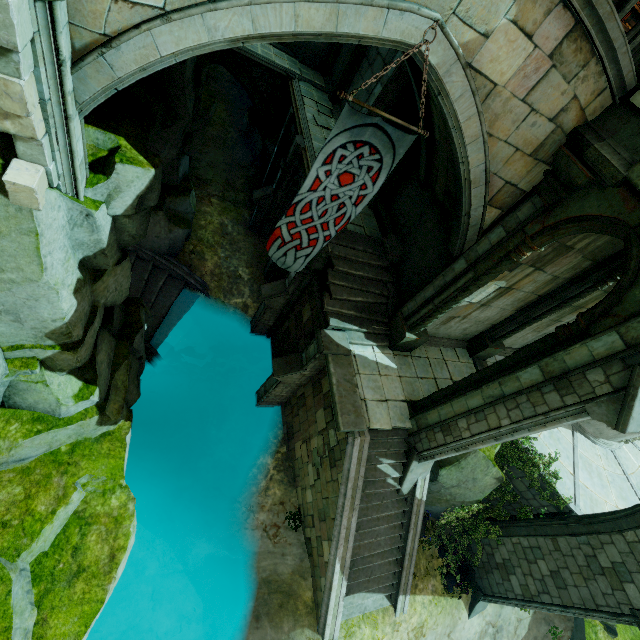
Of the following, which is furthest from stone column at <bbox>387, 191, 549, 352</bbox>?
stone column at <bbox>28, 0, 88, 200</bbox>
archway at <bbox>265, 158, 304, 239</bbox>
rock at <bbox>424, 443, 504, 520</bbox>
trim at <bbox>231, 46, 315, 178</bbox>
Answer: stone column at <bbox>28, 0, 88, 200</bbox>

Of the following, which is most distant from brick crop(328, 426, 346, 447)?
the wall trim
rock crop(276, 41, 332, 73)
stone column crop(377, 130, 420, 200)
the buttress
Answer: rock crop(276, 41, 332, 73)

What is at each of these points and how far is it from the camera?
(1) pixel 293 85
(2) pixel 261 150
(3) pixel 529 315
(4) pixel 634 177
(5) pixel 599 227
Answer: (1) trim, 16.25m
(2) rock, 18.33m
(3) stone column, 11.01m
(4) stone column, 5.61m
(5) archway, 6.19m

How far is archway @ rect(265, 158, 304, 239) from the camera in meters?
13.5 m

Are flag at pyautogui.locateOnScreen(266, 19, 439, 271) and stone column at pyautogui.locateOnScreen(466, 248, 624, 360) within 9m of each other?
yes

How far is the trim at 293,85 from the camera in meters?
13.1 m

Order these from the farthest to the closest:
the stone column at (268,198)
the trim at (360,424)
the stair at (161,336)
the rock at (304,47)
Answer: the rock at (304,47) → the stone column at (268,198) → the stair at (161,336) → the trim at (360,424)

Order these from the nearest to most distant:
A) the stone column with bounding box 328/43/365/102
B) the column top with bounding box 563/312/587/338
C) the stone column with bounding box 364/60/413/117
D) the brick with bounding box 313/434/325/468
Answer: the column top with bounding box 563/312/587/338 < the brick with bounding box 313/434/325/468 < the stone column with bounding box 364/60/413/117 < the stone column with bounding box 328/43/365/102
